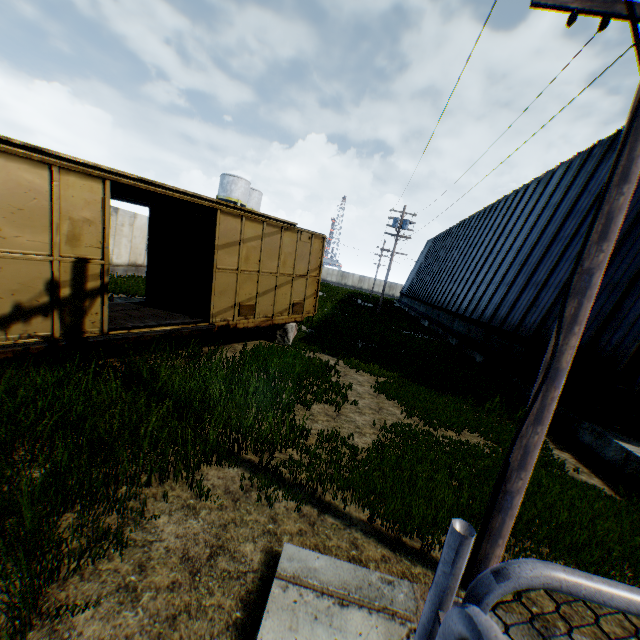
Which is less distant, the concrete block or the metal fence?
the metal fence

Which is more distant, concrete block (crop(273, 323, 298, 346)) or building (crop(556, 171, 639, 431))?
concrete block (crop(273, 323, 298, 346))

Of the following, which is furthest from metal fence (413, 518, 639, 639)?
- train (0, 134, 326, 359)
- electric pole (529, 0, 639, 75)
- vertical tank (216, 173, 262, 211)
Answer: vertical tank (216, 173, 262, 211)

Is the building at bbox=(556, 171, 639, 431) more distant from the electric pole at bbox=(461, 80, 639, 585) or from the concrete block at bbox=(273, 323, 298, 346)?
the concrete block at bbox=(273, 323, 298, 346)

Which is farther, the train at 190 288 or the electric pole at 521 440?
the train at 190 288

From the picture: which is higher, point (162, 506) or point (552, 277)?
point (552, 277)

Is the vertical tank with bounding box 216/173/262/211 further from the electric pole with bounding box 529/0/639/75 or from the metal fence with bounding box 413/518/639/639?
the metal fence with bounding box 413/518/639/639

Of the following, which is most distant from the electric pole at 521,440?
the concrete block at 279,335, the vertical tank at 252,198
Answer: the vertical tank at 252,198
